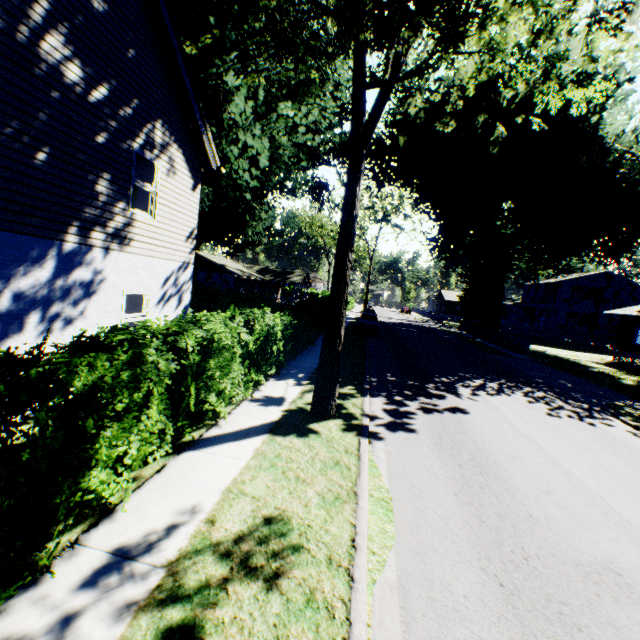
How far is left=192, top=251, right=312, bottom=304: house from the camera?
37.6 meters

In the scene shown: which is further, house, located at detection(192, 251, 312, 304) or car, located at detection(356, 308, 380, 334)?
house, located at detection(192, 251, 312, 304)

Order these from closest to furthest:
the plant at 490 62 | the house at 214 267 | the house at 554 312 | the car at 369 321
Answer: the plant at 490 62 < the car at 369 321 < the house at 554 312 < the house at 214 267

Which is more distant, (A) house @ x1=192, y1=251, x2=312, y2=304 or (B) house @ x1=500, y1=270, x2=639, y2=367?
(A) house @ x1=192, y1=251, x2=312, y2=304

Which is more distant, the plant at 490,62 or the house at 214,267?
the house at 214,267

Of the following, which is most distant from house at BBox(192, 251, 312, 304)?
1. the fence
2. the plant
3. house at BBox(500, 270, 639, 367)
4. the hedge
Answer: house at BBox(500, 270, 639, 367)

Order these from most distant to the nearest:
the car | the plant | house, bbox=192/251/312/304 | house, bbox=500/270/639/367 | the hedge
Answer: house, bbox=192/251/312/304 → house, bbox=500/270/639/367 → the car → the plant → the hedge

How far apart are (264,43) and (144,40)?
4.0m
